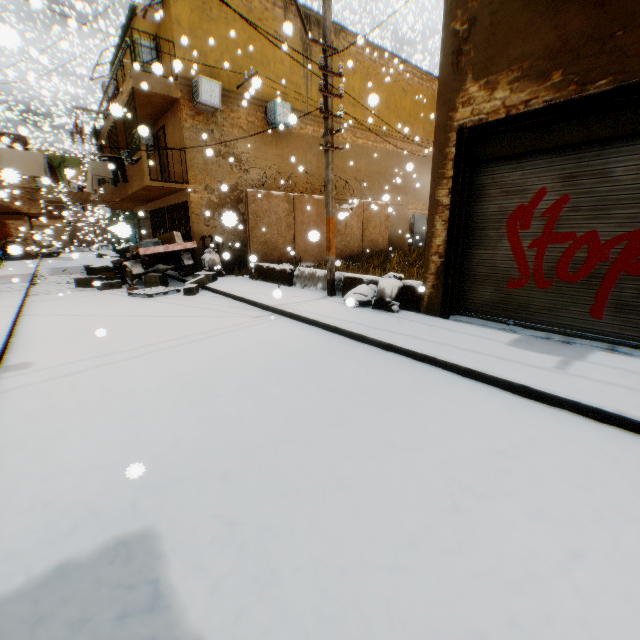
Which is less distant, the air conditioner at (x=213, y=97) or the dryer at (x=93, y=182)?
the air conditioner at (x=213, y=97)

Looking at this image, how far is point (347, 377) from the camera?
4.18m

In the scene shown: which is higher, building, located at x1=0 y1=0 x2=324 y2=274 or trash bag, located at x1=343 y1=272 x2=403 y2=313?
building, located at x1=0 y1=0 x2=324 y2=274

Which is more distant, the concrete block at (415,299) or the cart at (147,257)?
the cart at (147,257)

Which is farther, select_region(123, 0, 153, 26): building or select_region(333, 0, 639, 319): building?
select_region(123, 0, 153, 26): building

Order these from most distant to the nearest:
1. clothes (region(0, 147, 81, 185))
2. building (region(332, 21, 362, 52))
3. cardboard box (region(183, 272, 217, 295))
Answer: building (region(332, 21, 362, 52)), cardboard box (region(183, 272, 217, 295)), clothes (region(0, 147, 81, 185))

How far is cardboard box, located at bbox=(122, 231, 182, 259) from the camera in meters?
11.0 m

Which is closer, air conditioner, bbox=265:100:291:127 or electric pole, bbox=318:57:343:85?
electric pole, bbox=318:57:343:85
